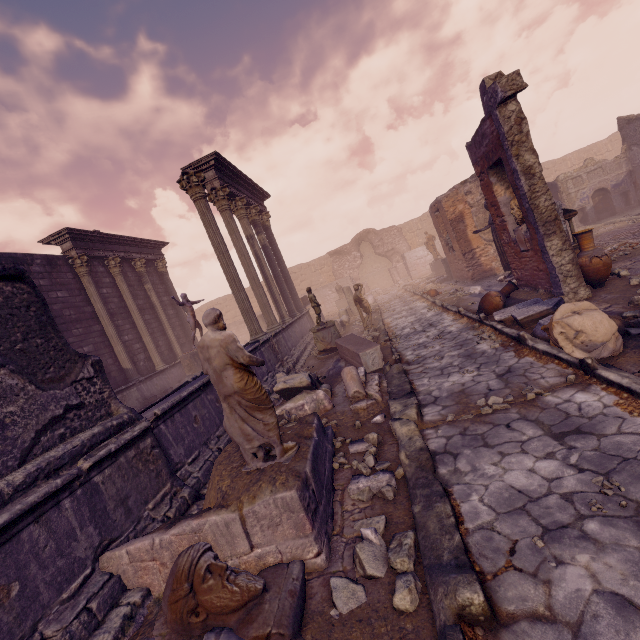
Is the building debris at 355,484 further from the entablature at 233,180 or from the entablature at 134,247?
the entablature at 134,247

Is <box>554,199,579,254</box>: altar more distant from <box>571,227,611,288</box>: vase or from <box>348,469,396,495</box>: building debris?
<box>348,469,396,495</box>: building debris

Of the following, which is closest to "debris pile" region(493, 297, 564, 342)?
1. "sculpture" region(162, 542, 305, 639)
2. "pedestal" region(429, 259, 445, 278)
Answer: "sculpture" region(162, 542, 305, 639)

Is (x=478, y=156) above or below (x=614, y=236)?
above

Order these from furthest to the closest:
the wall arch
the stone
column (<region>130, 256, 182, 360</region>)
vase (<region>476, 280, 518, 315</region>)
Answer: the wall arch
column (<region>130, 256, 182, 360</region>)
vase (<region>476, 280, 518, 315</region>)
the stone

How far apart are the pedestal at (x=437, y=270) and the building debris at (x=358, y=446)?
19.4m

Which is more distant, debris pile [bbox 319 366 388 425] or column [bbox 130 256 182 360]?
column [bbox 130 256 182 360]

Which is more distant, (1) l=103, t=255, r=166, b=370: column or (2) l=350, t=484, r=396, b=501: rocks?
(1) l=103, t=255, r=166, b=370: column
